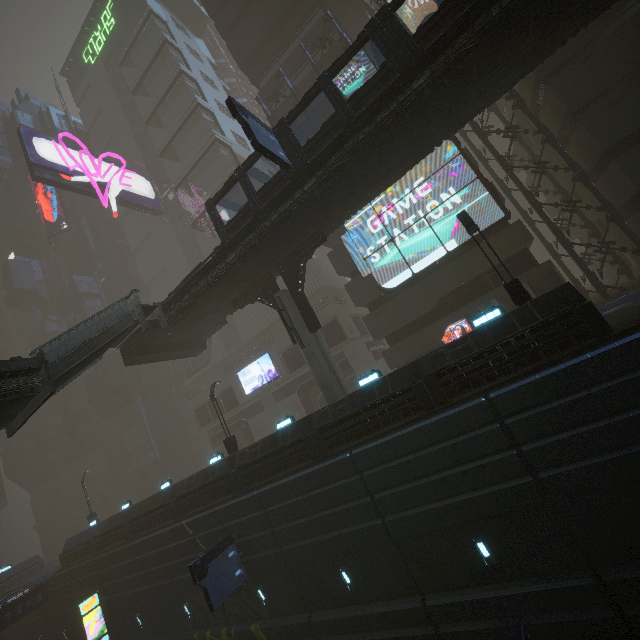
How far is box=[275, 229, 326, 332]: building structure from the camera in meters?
18.7

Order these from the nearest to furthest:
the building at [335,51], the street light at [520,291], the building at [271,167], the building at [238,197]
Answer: the street light at [520,291]
the building at [335,51]
the building at [238,197]
the building at [271,167]

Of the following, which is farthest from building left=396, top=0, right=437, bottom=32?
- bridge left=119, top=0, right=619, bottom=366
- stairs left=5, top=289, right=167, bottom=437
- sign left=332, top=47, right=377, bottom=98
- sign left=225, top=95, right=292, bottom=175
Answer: stairs left=5, top=289, right=167, bottom=437

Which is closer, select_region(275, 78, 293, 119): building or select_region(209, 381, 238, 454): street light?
select_region(209, 381, 238, 454): street light

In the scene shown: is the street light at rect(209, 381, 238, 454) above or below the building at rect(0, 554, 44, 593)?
above

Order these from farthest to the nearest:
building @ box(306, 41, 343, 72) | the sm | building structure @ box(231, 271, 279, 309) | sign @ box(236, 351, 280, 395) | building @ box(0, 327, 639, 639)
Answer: sign @ box(236, 351, 280, 395) → building @ box(306, 41, 343, 72) → building structure @ box(231, 271, 279, 309) → the sm → building @ box(0, 327, 639, 639)

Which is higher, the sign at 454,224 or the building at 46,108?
the building at 46,108

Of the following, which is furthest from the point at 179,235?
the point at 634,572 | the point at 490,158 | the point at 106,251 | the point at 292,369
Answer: the point at 490,158
